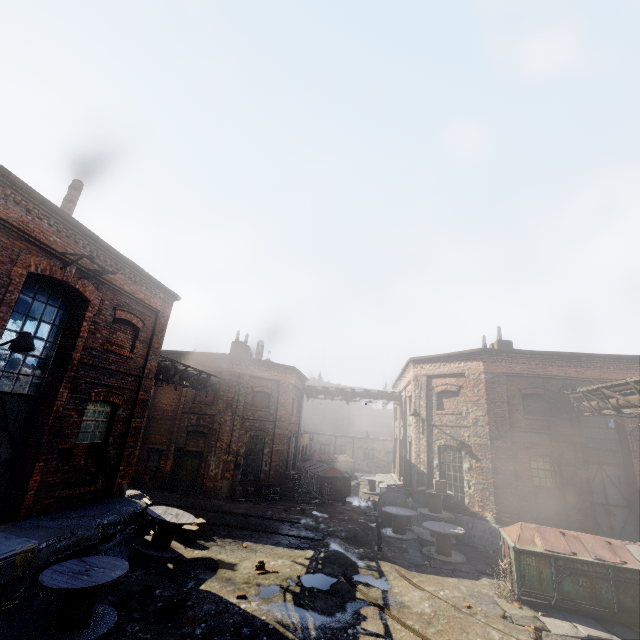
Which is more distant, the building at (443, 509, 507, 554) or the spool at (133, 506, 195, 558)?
the building at (443, 509, 507, 554)

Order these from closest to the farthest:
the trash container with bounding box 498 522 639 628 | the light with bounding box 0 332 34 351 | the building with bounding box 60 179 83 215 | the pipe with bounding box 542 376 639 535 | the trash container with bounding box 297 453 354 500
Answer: the light with bounding box 0 332 34 351 < the trash container with bounding box 498 522 639 628 < the pipe with bounding box 542 376 639 535 < the building with bounding box 60 179 83 215 < the trash container with bounding box 297 453 354 500

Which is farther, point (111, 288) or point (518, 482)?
point (518, 482)

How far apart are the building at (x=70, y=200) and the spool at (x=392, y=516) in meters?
16.8 m

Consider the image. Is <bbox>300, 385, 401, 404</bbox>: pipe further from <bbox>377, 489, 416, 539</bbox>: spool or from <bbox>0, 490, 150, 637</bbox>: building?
<bbox>0, 490, 150, 637</bbox>: building

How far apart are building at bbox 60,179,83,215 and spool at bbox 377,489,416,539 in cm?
1676

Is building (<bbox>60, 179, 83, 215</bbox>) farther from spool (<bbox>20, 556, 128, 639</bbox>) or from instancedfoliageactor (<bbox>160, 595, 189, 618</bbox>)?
instancedfoliageactor (<bbox>160, 595, 189, 618</bbox>)

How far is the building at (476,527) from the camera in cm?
1312
